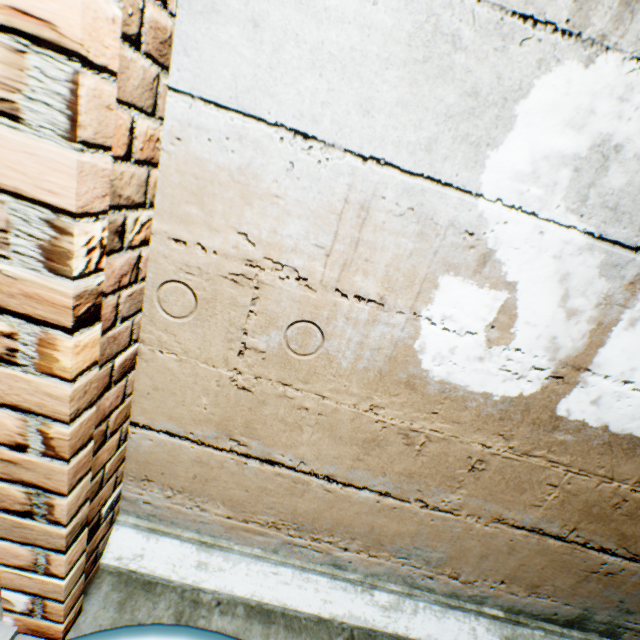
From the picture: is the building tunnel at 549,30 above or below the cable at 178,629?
above

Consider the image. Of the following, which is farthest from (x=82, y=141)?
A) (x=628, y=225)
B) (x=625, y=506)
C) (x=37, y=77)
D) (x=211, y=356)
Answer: (x=625, y=506)

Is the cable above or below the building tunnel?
below
